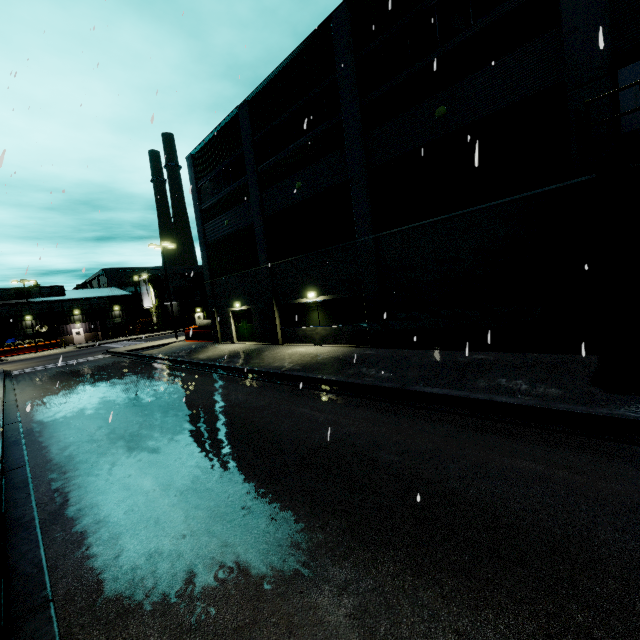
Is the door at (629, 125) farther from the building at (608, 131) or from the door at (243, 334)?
the door at (243, 334)

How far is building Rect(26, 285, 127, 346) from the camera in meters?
51.8 m

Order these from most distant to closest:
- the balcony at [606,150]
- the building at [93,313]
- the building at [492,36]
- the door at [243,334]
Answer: the building at [93,313] < the door at [243,334] < the building at [492,36] < the balcony at [606,150]

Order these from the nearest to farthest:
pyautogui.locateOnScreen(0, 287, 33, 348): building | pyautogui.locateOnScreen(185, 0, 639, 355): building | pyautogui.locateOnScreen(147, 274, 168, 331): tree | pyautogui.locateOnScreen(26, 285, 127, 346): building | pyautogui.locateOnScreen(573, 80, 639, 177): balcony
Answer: pyautogui.locateOnScreen(573, 80, 639, 177): balcony
pyautogui.locateOnScreen(185, 0, 639, 355): building
pyautogui.locateOnScreen(0, 287, 33, 348): building
pyautogui.locateOnScreen(26, 285, 127, 346): building
pyautogui.locateOnScreen(147, 274, 168, 331): tree

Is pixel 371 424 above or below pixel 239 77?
below

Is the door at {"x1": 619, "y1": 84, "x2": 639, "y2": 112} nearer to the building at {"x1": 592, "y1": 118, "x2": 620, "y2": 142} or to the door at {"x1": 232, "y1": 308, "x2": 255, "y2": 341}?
the building at {"x1": 592, "y1": 118, "x2": 620, "y2": 142}

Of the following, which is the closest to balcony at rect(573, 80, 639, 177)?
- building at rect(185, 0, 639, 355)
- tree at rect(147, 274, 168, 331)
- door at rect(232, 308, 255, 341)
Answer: building at rect(185, 0, 639, 355)
